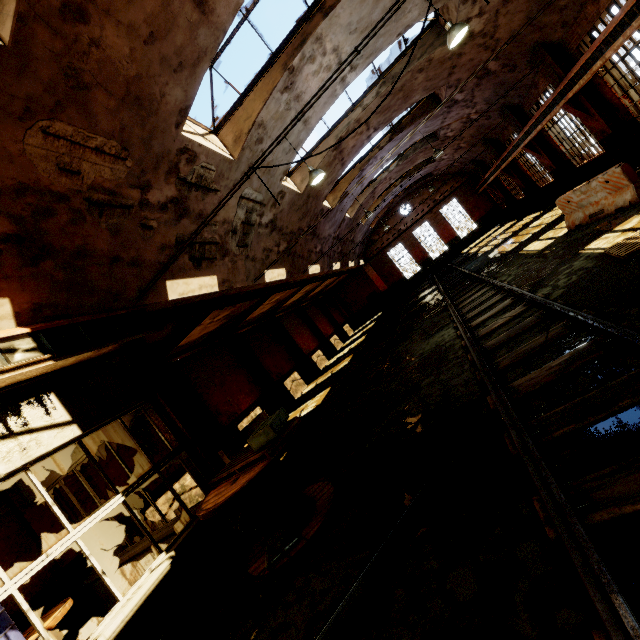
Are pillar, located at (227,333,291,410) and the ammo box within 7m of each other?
no

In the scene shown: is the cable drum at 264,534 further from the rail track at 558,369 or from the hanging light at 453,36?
the hanging light at 453,36

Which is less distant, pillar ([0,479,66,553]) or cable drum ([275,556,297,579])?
cable drum ([275,556,297,579])

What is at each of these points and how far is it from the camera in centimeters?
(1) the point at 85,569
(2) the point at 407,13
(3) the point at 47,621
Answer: (1) pillar, 745cm
(2) building, 859cm
(3) cable drum, 511cm

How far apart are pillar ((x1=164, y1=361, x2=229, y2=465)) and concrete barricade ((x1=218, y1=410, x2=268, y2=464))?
0.76m

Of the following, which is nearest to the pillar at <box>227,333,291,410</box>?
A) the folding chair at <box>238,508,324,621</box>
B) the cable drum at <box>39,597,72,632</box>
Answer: the cable drum at <box>39,597,72,632</box>

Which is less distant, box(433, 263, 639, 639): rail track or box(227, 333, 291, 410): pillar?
box(433, 263, 639, 639): rail track

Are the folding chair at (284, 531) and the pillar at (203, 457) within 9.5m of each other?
yes
